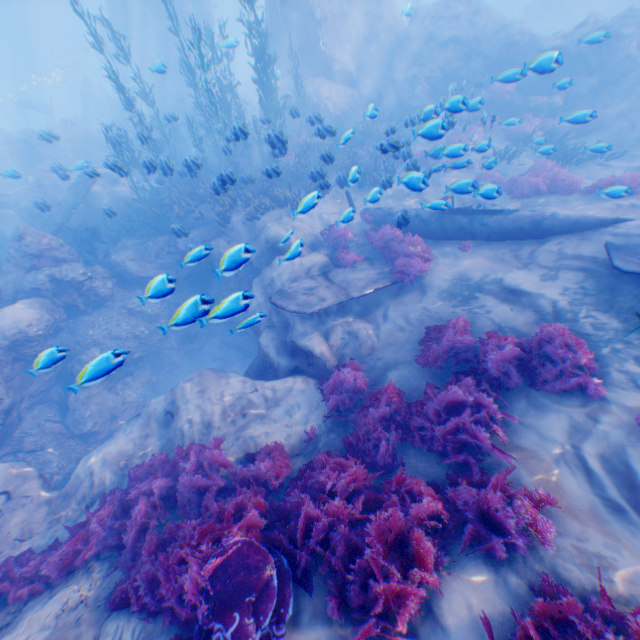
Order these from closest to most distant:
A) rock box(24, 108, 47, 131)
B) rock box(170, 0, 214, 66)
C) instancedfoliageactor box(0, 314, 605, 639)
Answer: instancedfoliageactor box(0, 314, 605, 639) < rock box(170, 0, 214, 66) < rock box(24, 108, 47, 131)

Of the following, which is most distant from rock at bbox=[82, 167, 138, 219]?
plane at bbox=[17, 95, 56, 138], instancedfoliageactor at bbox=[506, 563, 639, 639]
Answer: instancedfoliageactor at bbox=[506, 563, 639, 639]

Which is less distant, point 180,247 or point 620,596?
point 620,596

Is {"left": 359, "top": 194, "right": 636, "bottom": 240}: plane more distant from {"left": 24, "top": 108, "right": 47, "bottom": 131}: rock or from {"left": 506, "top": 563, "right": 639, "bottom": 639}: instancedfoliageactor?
{"left": 506, "top": 563, "right": 639, "bottom": 639}: instancedfoliageactor

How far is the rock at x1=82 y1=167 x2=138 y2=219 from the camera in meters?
16.4 m

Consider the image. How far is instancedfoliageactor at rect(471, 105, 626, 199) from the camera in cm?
985

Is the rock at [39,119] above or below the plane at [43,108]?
below

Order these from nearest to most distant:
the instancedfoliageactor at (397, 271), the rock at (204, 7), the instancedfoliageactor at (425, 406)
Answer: the instancedfoliageactor at (425, 406) → the instancedfoliageactor at (397, 271) → the rock at (204, 7)
